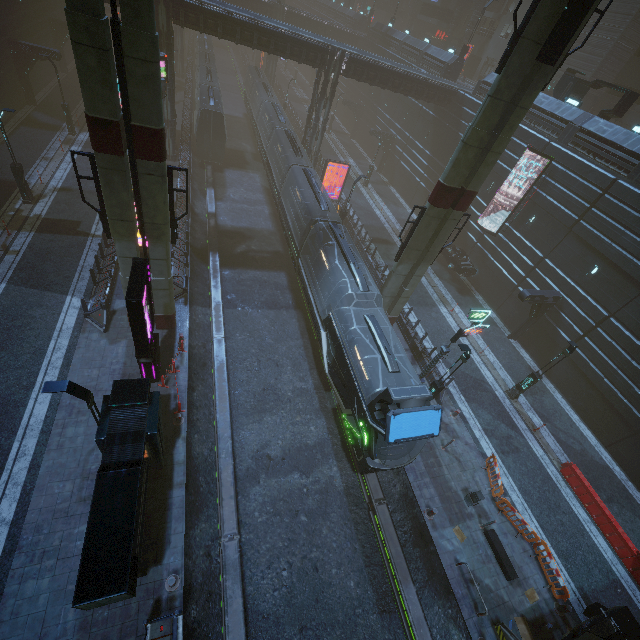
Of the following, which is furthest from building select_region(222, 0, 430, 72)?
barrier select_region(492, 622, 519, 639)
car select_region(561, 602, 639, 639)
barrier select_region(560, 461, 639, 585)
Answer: barrier select_region(560, 461, 639, 585)

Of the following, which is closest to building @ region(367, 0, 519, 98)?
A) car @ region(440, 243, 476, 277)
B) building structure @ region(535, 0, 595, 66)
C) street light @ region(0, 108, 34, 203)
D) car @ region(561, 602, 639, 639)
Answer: car @ region(440, 243, 476, 277)

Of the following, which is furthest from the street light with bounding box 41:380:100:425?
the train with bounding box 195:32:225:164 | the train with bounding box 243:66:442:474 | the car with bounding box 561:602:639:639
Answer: the train with bounding box 195:32:225:164

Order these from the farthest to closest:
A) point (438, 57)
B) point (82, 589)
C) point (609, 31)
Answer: point (438, 57) → point (609, 31) → point (82, 589)

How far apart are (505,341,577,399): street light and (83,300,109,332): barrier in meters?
24.2 m

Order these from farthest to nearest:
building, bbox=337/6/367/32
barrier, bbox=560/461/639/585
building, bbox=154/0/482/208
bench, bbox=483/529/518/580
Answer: building, bbox=337/6/367/32 < building, bbox=154/0/482/208 < barrier, bbox=560/461/639/585 < bench, bbox=483/529/518/580

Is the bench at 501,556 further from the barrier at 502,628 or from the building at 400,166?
the building at 400,166

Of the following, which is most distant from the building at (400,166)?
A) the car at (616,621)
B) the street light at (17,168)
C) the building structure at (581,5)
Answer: the building structure at (581,5)
